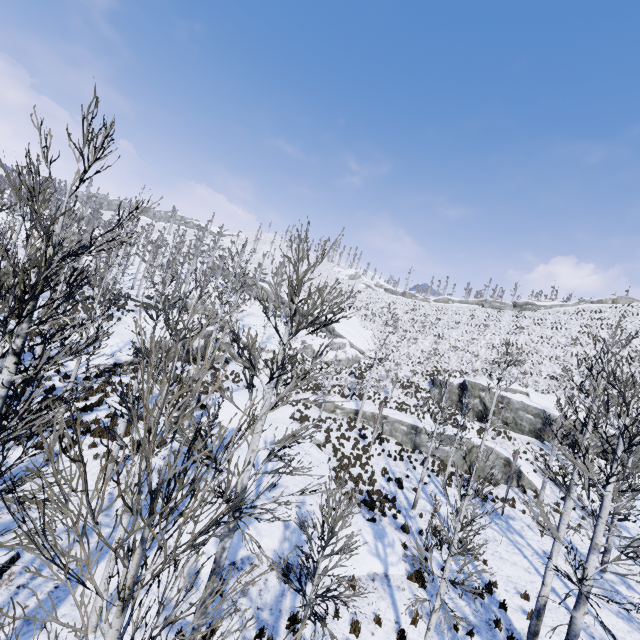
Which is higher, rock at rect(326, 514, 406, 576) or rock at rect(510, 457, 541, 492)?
rock at rect(510, 457, 541, 492)

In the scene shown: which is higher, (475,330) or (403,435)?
(475,330)

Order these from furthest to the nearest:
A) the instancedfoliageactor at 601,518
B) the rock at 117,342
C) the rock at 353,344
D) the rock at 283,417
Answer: the rock at 353,344, the rock at 117,342, the rock at 283,417, the instancedfoliageactor at 601,518

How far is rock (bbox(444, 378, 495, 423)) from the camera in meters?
31.6

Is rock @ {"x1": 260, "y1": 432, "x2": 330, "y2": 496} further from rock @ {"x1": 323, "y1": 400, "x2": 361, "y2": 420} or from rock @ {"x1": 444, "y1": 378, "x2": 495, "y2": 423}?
rock @ {"x1": 444, "y1": 378, "x2": 495, "y2": 423}

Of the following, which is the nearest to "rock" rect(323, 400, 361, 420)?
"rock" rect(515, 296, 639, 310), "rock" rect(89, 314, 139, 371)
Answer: "rock" rect(89, 314, 139, 371)

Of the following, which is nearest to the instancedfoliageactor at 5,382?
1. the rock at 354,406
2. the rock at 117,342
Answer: the rock at 117,342

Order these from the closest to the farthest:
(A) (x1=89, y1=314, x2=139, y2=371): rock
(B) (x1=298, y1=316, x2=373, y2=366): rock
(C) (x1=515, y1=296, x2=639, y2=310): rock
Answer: (A) (x1=89, y1=314, x2=139, y2=371): rock, (B) (x1=298, y1=316, x2=373, y2=366): rock, (C) (x1=515, y1=296, x2=639, y2=310): rock
